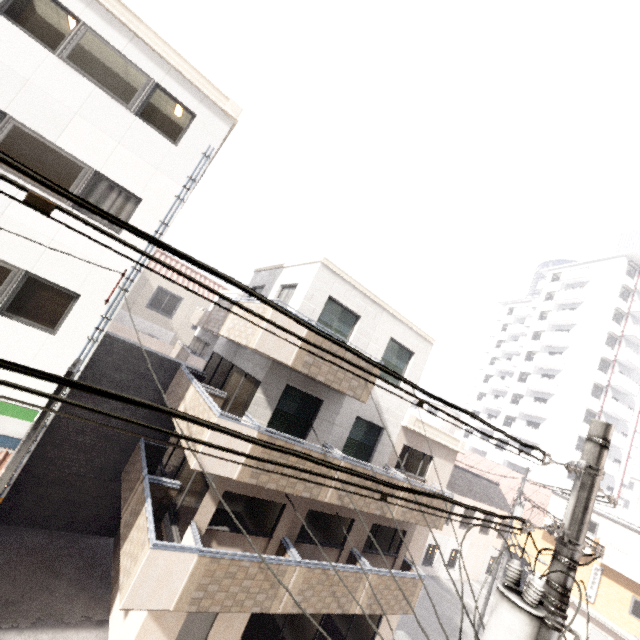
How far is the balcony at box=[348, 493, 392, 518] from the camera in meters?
9.8

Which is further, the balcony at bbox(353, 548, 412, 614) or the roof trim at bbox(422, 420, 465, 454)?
the roof trim at bbox(422, 420, 465, 454)

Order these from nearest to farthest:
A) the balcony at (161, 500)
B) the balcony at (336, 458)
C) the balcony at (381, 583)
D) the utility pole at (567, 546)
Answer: the utility pole at (567, 546) < the balcony at (161, 500) < the balcony at (336, 458) < the balcony at (381, 583)

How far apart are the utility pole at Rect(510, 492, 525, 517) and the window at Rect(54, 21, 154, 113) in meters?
25.0 m

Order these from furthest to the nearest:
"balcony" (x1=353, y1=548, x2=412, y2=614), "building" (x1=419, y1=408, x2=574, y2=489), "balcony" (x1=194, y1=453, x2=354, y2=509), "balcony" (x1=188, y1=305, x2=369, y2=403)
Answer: "building" (x1=419, y1=408, x2=574, y2=489)
"balcony" (x1=353, y1=548, x2=412, y2=614)
"balcony" (x1=188, y1=305, x2=369, y2=403)
"balcony" (x1=194, y1=453, x2=354, y2=509)

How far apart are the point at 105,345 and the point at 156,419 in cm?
352

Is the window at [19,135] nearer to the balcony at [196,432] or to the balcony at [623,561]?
the balcony at [196,432]
